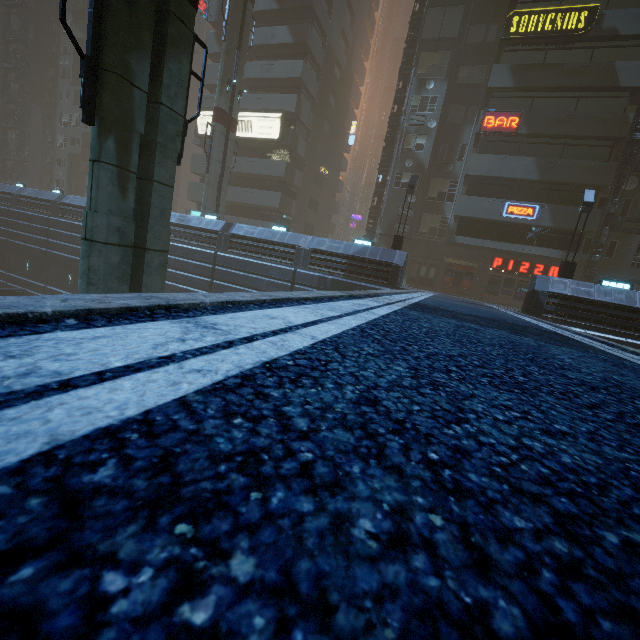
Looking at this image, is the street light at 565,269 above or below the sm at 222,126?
below

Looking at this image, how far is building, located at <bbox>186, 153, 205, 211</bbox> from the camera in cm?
3512

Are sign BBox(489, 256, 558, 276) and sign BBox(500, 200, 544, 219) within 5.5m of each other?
yes

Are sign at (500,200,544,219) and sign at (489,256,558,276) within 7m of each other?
yes

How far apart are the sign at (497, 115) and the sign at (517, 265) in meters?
8.5

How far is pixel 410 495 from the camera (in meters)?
0.62

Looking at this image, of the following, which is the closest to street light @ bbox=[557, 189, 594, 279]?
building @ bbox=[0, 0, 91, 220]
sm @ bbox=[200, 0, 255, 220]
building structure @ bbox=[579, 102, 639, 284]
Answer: building @ bbox=[0, 0, 91, 220]

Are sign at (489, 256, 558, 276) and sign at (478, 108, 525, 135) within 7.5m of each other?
no
